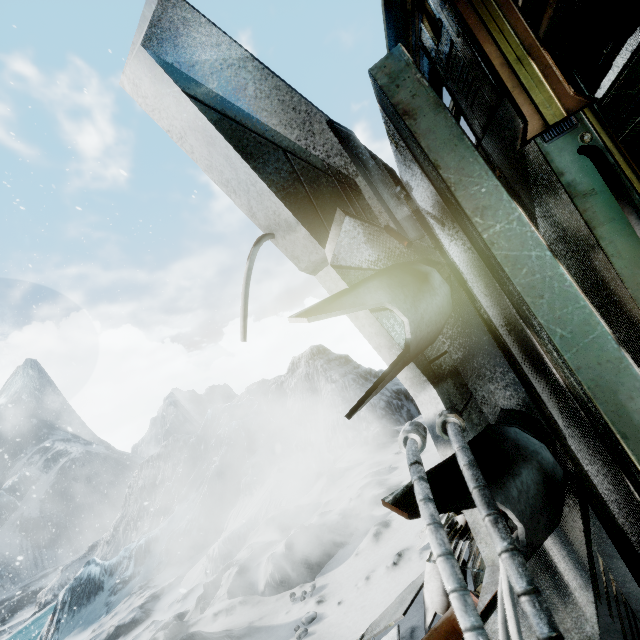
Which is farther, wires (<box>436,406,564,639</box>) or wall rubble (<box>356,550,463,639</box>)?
wall rubble (<box>356,550,463,639</box>)

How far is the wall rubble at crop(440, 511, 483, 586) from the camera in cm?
259

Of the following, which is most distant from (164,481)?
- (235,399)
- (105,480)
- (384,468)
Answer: (105,480)

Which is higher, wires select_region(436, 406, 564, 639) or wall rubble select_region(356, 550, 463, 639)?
wires select_region(436, 406, 564, 639)

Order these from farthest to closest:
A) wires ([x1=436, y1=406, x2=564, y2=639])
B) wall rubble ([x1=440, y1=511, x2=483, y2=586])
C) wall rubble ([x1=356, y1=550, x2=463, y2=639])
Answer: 1. wall rubble ([x1=440, y1=511, x2=483, y2=586])
2. wall rubble ([x1=356, y1=550, x2=463, y2=639])
3. wires ([x1=436, y1=406, x2=564, y2=639])

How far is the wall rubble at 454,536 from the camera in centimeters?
259cm

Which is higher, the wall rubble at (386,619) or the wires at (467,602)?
the wires at (467,602)
